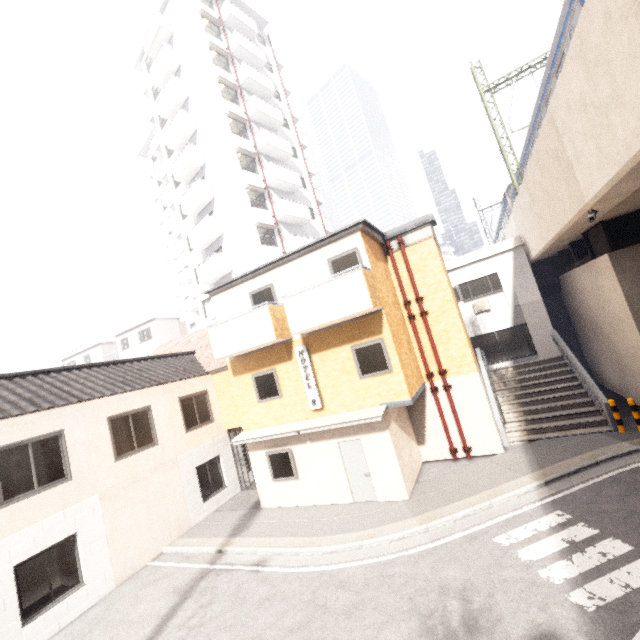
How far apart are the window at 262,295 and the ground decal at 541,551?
9.38m

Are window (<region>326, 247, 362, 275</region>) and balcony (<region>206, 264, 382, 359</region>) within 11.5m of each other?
yes

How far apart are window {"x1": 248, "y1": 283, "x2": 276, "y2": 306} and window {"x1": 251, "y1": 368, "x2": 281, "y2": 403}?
2.00m

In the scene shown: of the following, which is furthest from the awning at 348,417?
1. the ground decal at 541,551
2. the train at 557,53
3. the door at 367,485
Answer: the train at 557,53

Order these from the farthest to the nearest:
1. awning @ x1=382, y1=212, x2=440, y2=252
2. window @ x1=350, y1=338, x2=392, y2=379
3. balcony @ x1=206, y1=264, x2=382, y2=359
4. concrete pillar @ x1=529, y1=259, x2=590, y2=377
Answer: concrete pillar @ x1=529, y1=259, x2=590, y2=377
awning @ x1=382, y1=212, x2=440, y2=252
window @ x1=350, y1=338, x2=392, y2=379
balcony @ x1=206, y1=264, x2=382, y2=359

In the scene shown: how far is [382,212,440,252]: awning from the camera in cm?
1259

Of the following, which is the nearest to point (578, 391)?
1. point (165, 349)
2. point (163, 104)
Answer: point (165, 349)

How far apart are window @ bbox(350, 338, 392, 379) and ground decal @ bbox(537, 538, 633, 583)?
4.82m
